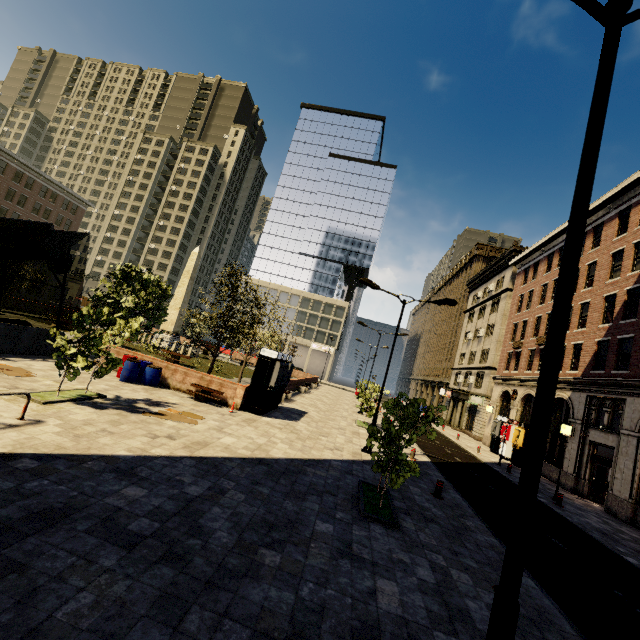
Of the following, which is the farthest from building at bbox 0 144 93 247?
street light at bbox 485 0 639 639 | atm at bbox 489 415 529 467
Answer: atm at bbox 489 415 529 467

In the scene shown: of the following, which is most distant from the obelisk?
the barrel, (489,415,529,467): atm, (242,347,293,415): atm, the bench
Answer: (489,415,529,467): atm

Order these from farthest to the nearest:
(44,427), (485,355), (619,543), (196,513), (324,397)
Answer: (485,355)
(324,397)
(619,543)
(44,427)
(196,513)

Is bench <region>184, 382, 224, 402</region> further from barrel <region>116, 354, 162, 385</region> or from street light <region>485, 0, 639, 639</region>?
street light <region>485, 0, 639, 639</region>

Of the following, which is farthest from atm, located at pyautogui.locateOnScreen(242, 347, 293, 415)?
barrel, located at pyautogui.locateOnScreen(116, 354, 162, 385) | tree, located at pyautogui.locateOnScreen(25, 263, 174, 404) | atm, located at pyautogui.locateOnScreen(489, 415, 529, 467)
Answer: atm, located at pyautogui.locateOnScreen(489, 415, 529, 467)

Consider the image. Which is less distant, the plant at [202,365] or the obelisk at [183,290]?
the plant at [202,365]

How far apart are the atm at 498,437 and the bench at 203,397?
22.58m

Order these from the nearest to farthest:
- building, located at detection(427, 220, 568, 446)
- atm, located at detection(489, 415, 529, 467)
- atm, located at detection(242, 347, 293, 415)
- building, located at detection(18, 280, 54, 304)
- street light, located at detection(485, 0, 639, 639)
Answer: street light, located at detection(485, 0, 639, 639)
atm, located at detection(242, 347, 293, 415)
atm, located at detection(489, 415, 529, 467)
building, located at detection(427, 220, 568, 446)
building, located at detection(18, 280, 54, 304)
